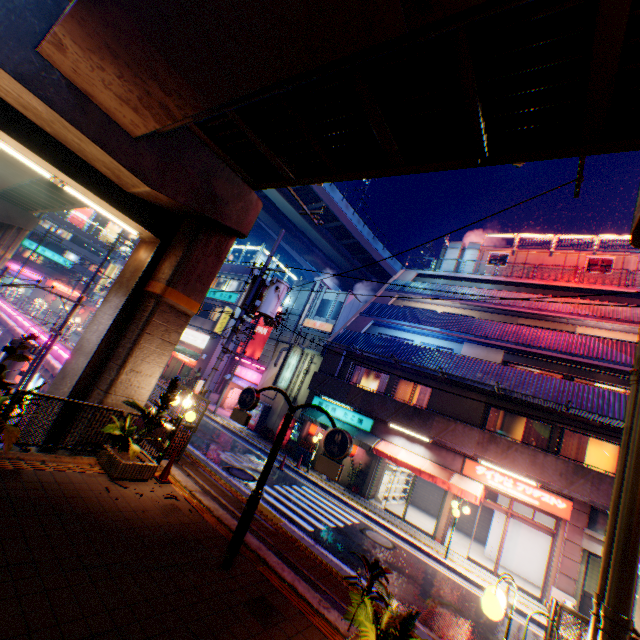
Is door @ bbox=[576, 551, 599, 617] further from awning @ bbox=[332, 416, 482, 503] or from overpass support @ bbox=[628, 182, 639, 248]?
overpass support @ bbox=[628, 182, 639, 248]

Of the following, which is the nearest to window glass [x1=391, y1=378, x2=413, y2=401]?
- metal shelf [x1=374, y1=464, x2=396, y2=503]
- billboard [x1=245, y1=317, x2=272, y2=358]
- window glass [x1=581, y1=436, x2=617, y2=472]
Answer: metal shelf [x1=374, y1=464, x2=396, y2=503]

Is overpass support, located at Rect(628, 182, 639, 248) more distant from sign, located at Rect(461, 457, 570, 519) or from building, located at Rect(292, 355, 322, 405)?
building, located at Rect(292, 355, 322, 405)

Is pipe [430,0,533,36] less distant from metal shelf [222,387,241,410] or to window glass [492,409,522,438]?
window glass [492,409,522,438]

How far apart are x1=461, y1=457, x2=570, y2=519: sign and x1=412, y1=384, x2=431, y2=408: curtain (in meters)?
2.77

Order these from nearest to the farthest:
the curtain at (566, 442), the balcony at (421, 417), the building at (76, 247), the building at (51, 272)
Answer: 1. the balcony at (421, 417)
2. the curtain at (566, 442)
3. the building at (51, 272)
4. the building at (76, 247)

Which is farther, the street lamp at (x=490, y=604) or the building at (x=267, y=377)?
the building at (x=267, y=377)

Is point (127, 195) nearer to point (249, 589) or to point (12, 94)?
point (12, 94)
